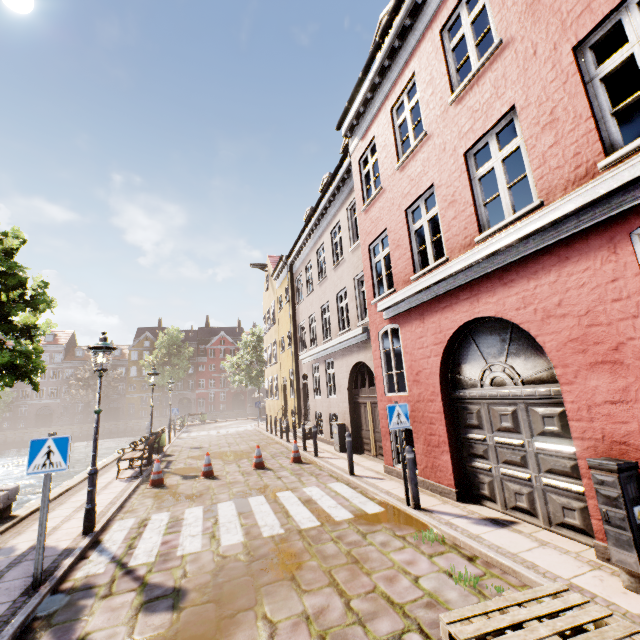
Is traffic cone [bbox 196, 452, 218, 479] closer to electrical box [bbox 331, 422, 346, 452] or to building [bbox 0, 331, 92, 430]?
electrical box [bbox 331, 422, 346, 452]

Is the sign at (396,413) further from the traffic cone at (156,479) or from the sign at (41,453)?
the traffic cone at (156,479)

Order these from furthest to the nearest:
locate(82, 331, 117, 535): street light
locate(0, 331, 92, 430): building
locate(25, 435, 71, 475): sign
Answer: locate(0, 331, 92, 430): building, locate(82, 331, 117, 535): street light, locate(25, 435, 71, 475): sign

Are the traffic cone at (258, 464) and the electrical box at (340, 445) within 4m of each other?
yes

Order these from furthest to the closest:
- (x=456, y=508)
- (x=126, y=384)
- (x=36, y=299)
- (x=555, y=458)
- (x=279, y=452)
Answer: (x=126, y=384) < (x=279, y=452) < (x=36, y=299) < (x=456, y=508) < (x=555, y=458)

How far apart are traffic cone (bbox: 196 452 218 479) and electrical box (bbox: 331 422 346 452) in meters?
4.4 m

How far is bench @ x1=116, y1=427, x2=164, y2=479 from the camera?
10.63m

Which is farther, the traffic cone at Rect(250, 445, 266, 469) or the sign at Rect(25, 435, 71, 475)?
the traffic cone at Rect(250, 445, 266, 469)
